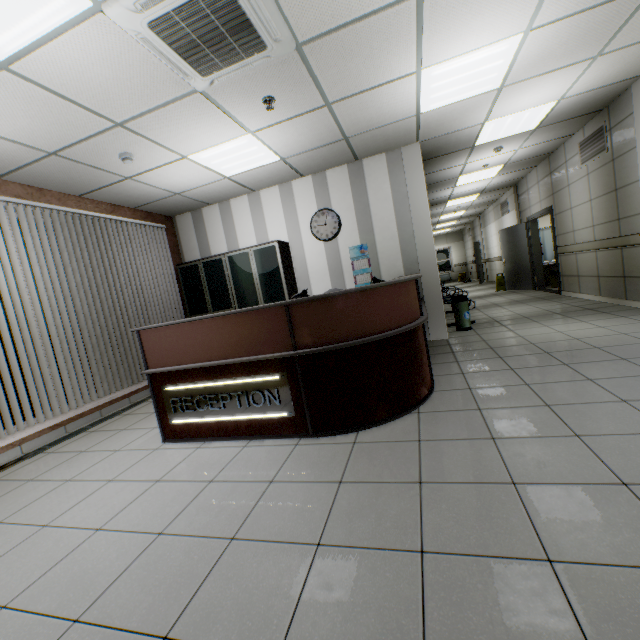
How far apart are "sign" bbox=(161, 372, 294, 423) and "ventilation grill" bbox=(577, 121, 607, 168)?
6.6m

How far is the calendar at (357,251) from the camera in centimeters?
574cm

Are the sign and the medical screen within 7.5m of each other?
no

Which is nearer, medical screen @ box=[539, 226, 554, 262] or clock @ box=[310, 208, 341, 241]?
clock @ box=[310, 208, 341, 241]

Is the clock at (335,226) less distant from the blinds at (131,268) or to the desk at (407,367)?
the desk at (407,367)

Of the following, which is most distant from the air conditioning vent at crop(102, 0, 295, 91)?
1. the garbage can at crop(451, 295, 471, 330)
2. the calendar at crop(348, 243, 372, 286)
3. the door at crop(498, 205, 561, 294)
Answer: the door at crop(498, 205, 561, 294)

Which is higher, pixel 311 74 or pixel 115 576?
pixel 311 74

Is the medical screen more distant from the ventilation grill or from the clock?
the clock
